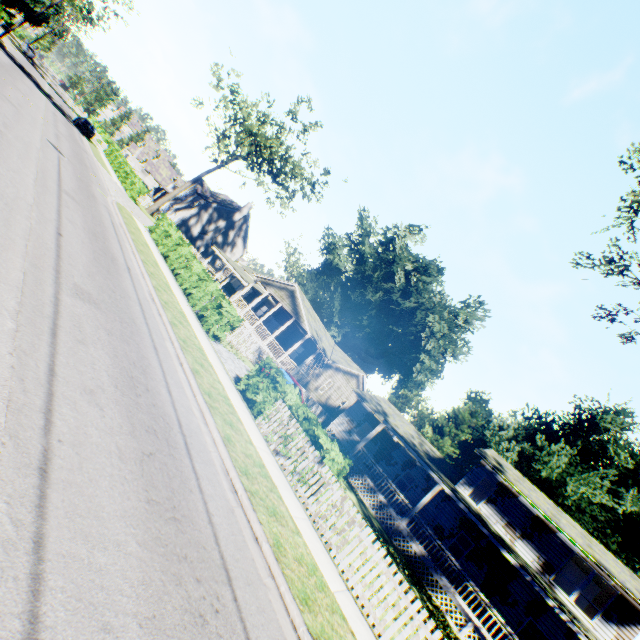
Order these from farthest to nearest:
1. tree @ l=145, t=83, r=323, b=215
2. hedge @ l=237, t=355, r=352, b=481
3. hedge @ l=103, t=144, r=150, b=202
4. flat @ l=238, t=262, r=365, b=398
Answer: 1. tree @ l=145, t=83, r=323, b=215
2. hedge @ l=103, t=144, r=150, b=202
3. flat @ l=238, t=262, r=365, b=398
4. hedge @ l=237, t=355, r=352, b=481

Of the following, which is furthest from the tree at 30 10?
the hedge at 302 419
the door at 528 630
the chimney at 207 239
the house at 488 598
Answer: the door at 528 630

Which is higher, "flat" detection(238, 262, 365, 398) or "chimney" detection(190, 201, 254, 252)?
"flat" detection(238, 262, 365, 398)

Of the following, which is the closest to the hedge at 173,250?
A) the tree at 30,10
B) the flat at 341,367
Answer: the flat at 341,367

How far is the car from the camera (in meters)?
37.09

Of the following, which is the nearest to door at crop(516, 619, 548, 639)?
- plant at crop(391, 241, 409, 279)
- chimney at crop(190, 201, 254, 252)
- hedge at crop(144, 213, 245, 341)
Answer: plant at crop(391, 241, 409, 279)

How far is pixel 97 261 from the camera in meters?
9.5 m

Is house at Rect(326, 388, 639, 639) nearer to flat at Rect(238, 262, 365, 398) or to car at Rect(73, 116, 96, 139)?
flat at Rect(238, 262, 365, 398)
